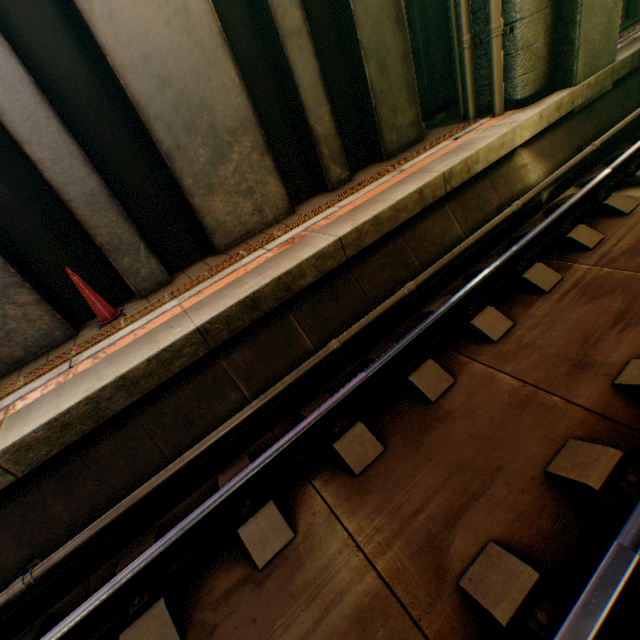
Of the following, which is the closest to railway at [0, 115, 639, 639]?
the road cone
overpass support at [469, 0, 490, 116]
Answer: overpass support at [469, 0, 490, 116]

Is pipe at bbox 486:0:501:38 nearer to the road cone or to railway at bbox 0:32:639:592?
railway at bbox 0:32:639:592

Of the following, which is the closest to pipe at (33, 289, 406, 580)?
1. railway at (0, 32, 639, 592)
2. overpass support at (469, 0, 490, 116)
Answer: railway at (0, 32, 639, 592)

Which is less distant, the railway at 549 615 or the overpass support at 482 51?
the railway at 549 615

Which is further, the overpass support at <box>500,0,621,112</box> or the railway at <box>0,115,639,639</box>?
the overpass support at <box>500,0,621,112</box>

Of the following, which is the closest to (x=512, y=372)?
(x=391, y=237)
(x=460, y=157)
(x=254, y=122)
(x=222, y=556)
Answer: (x=391, y=237)

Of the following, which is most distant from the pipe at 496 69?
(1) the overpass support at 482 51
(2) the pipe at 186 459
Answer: (2) the pipe at 186 459
